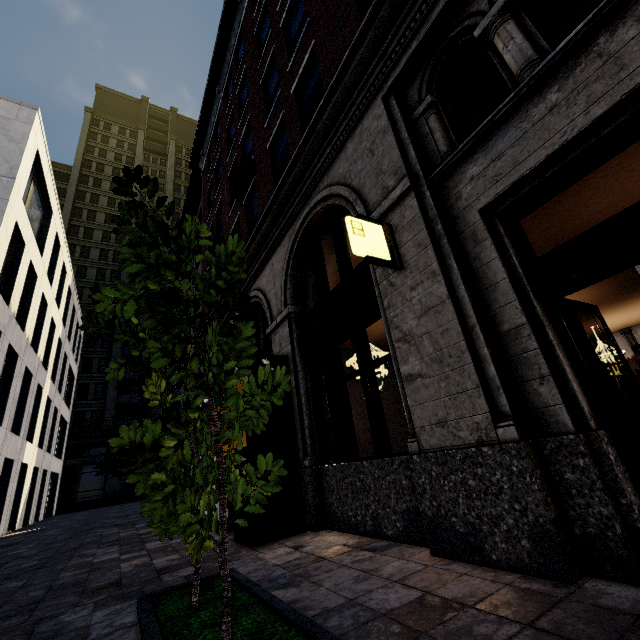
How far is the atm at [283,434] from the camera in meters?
5.3 m

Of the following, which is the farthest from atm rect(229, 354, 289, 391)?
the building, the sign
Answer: the sign

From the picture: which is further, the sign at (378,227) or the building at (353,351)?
the sign at (378,227)

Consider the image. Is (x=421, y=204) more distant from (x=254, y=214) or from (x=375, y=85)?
(x=254, y=214)

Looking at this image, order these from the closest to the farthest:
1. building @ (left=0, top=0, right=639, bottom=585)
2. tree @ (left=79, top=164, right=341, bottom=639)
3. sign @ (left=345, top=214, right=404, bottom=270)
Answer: tree @ (left=79, top=164, right=341, bottom=639) < building @ (left=0, top=0, right=639, bottom=585) < sign @ (left=345, top=214, right=404, bottom=270)

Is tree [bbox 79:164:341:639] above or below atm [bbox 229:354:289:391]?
below

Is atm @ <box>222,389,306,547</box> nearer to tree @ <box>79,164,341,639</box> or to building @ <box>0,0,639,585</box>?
building @ <box>0,0,639,585</box>

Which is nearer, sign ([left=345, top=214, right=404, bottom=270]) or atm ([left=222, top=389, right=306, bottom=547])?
sign ([left=345, top=214, right=404, bottom=270])
